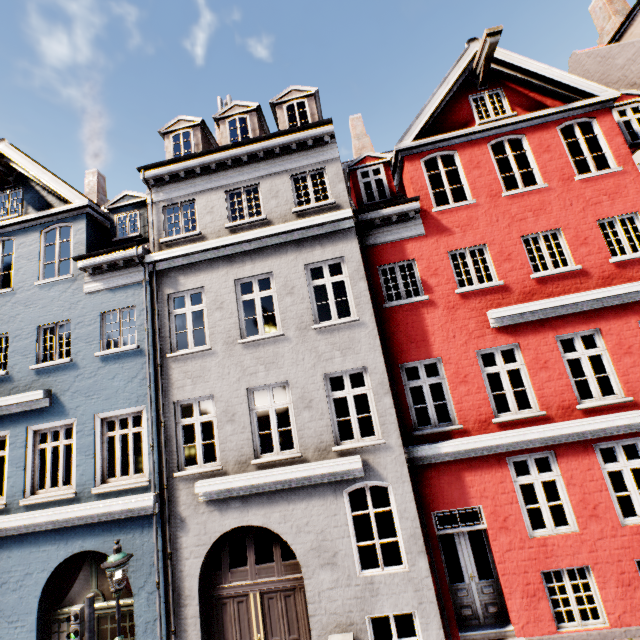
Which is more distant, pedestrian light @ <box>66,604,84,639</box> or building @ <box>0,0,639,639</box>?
building @ <box>0,0,639,639</box>

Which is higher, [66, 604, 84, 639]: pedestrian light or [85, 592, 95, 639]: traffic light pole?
[66, 604, 84, 639]: pedestrian light

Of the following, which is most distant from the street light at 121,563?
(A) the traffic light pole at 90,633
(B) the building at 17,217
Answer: (B) the building at 17,217

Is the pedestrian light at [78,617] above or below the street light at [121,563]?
below

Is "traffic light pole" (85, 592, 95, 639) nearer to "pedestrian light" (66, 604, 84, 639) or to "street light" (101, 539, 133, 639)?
"pedestrian light" (66, 604, 84, 639)

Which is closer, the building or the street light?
the street light

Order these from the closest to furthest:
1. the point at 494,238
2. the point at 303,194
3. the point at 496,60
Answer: the point at 494,238, the point at 496,60, the point at 303,194

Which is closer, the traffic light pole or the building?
the traffic light pole
